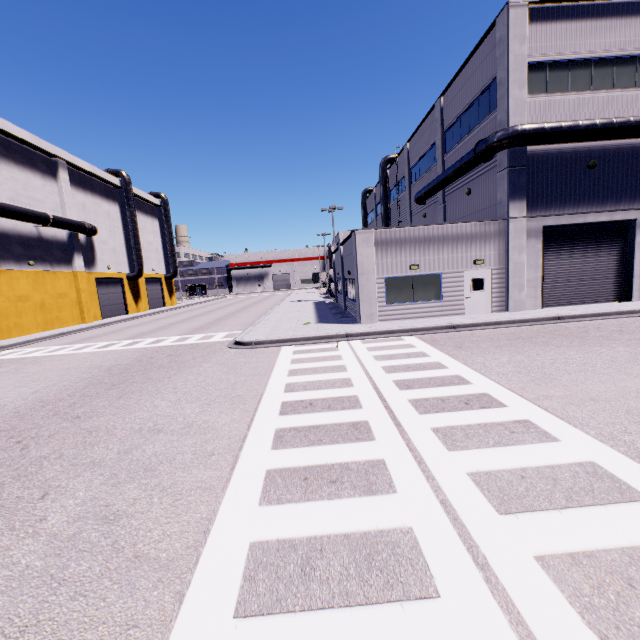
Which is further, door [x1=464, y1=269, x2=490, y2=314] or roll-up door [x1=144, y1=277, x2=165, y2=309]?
roll-up door [x1=144, y1=277, x2=165, y2=309]

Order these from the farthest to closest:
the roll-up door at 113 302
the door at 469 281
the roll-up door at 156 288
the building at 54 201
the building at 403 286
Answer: the roll-up door at 156 288, the roll-up door at 113 302, the building at 54 201, the door at 469 281, the building at 403 286

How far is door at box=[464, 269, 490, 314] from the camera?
17.20m

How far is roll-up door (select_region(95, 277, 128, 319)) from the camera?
34.1m

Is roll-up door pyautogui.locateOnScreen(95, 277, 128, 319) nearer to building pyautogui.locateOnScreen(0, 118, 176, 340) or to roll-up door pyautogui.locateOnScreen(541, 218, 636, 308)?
building pyautogui.locateOnScreen(0, 118, 176, 340)

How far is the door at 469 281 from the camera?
17.2 meters

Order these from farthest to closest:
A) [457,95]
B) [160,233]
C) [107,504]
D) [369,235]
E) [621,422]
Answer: [160,233] → [457,95] → [369,235] → [621,422] → [107,504]
